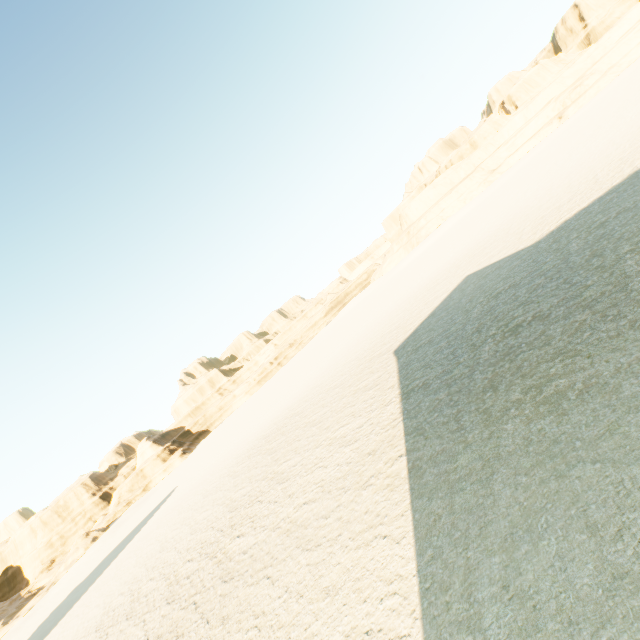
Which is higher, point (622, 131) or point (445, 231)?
point (445, 231)
